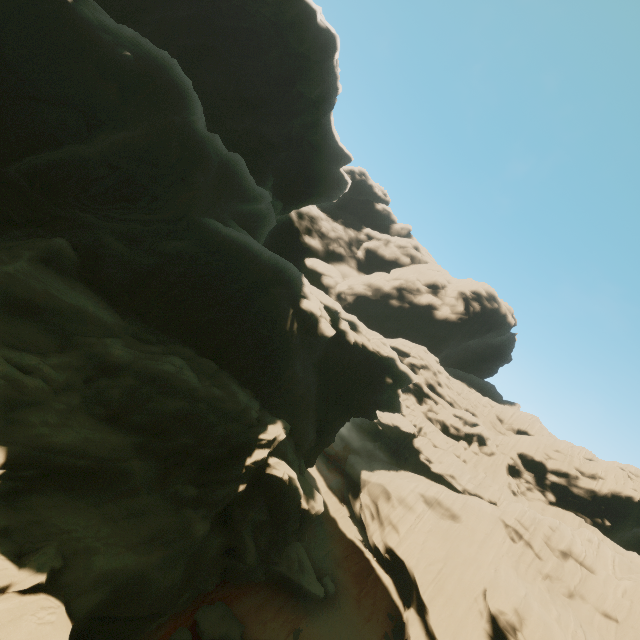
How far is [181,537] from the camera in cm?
1364

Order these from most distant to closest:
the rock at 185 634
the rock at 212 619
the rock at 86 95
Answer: the rock at 212 619 → the rock at 185 634 → the rock at 86 95

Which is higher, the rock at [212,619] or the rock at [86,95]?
the rock at [86,95]

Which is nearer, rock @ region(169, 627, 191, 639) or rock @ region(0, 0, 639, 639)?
rock @ region(0, 0, 639, 639)

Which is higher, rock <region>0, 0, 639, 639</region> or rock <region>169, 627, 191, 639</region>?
rock <region>0, 0, 639, 639</region>

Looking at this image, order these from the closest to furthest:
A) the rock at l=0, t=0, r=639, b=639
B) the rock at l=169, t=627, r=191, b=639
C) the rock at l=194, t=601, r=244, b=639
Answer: the rock at l=0, t=0, r=639, b=639 → the rock at l=169, t=627, r=191, b=639 → the rock at l=194, t=601, r=244, b=639
